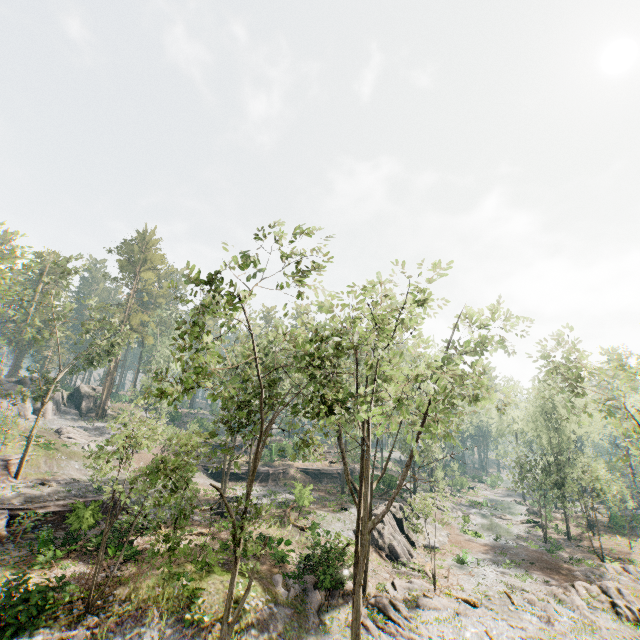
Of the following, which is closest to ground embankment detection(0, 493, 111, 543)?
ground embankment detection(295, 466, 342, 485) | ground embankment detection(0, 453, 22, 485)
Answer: ground embankment detection(0, 453, 22, 485)

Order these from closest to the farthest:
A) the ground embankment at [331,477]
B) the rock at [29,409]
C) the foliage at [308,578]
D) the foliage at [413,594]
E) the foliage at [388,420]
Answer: the foliage at [388,420]
the foliage at [308,578]
the foliage at [413,594]
the rock at [29,409]
the ground embankment at [331,477]

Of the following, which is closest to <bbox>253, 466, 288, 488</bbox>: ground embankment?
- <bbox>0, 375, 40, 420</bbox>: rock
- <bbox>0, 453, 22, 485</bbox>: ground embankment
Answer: <bbox>0, 453, 22, 485</bbox>: ground embankment

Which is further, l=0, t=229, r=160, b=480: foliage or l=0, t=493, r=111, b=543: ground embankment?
l=0, t=229, r=160, b=480: foliage

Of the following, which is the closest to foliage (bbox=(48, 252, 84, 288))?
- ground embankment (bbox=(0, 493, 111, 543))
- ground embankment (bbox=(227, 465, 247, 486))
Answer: ground embankment (bbox=(0, 493, 111, 543))

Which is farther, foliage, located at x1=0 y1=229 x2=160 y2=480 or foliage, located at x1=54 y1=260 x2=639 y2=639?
foliage, located at x1=0 y1=229 x2=160 y2=480

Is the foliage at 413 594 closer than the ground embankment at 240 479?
Yes

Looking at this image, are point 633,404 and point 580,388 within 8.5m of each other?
no
